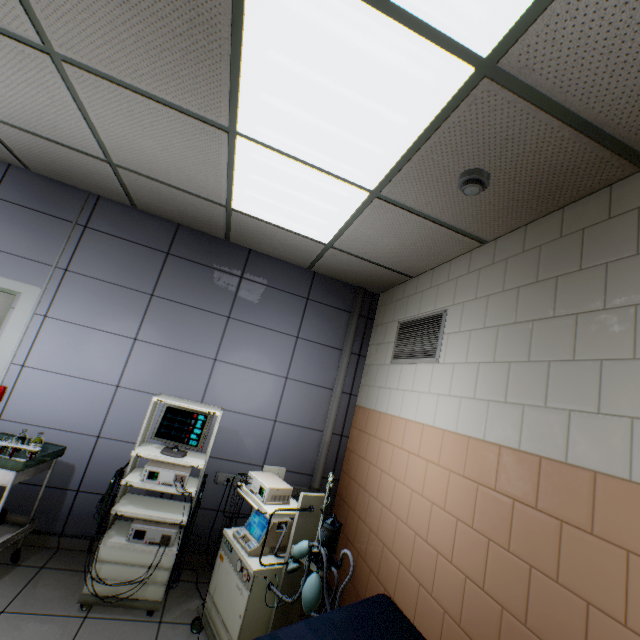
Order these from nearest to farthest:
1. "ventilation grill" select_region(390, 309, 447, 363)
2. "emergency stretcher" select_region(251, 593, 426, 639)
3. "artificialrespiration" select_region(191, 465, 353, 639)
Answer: "emergency stretcher" select_region(251, 593, 426, 639), "artificialrespiration" select_region(191, 465, 353, 639), "ventilation grill" select_region(390, 309, 447, 363)

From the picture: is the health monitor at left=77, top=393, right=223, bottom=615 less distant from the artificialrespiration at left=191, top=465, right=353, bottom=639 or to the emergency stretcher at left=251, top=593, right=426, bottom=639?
the artificialrespiration at left=191, top=465, right=353, bottom=639

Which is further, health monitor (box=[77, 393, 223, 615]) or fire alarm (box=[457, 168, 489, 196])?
health monitor (box=[77, 393, 223, 615])

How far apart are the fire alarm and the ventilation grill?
1.1 meters

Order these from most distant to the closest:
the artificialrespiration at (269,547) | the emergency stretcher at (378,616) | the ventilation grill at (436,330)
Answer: the ventilation grill at (436,330)
the artificialrespiration at (269,547)
the emergency stretcher at (378,616)

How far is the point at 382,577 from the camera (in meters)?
2.49

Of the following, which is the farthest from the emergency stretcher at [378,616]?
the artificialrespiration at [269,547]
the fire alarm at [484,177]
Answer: the fire alarm at [484,177]

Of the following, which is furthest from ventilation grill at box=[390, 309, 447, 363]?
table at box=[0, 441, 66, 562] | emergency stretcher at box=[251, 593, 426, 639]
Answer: table at box=[0, 441, 66, 562]
